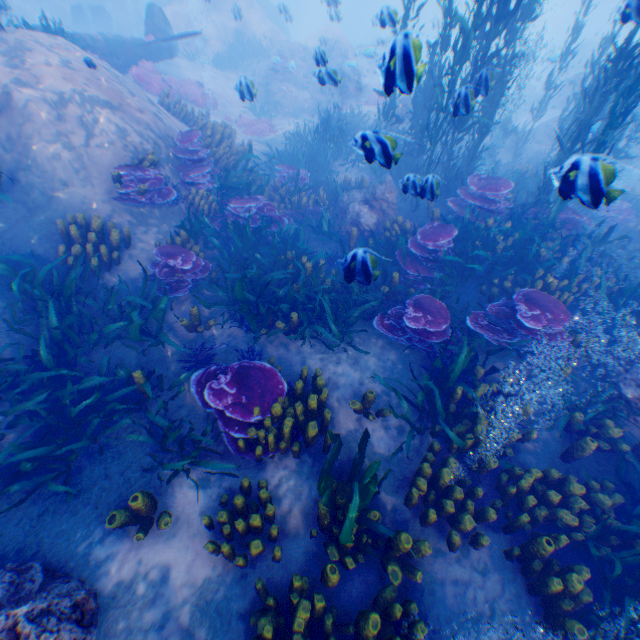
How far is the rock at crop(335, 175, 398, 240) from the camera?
8.8m

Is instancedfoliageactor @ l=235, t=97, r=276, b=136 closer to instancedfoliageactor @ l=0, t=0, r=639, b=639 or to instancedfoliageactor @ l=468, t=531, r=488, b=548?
instancedfoliageactor @ l=0, t=0, r=639, b=639

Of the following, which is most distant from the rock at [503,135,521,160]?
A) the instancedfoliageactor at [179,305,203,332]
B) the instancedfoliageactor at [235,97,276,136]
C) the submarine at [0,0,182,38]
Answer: the instancedfoliageactor at [235,97,276,136]

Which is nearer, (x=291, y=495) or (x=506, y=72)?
(x=291, y=495)

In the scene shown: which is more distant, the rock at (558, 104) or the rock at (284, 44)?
the rock at (558, 104)

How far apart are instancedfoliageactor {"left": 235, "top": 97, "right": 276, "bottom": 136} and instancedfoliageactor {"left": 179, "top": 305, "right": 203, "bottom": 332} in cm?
1330

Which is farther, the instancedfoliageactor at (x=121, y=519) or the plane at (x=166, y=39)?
the plane at (x=166, y=39)

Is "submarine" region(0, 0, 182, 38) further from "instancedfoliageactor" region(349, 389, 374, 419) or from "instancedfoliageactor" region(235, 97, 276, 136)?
"instancedfoliageactor" region(235, 97, 276, 136)
